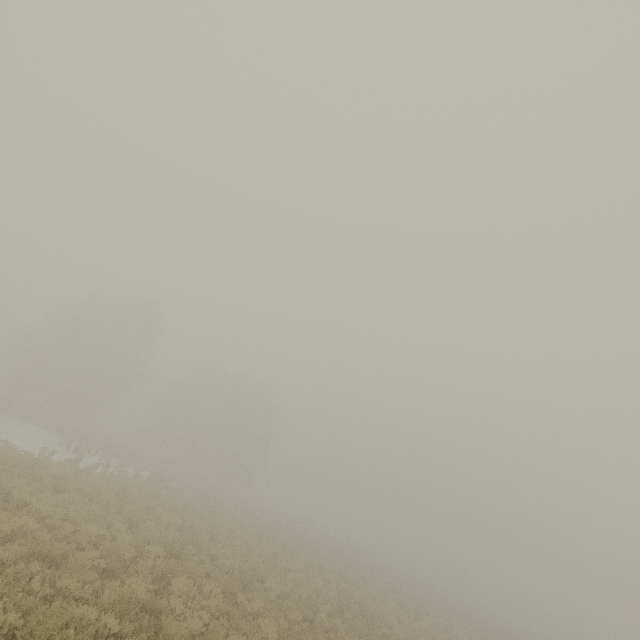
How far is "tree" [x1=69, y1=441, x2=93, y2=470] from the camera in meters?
17.8 m

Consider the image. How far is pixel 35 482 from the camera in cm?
1203

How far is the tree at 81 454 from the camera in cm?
1782
